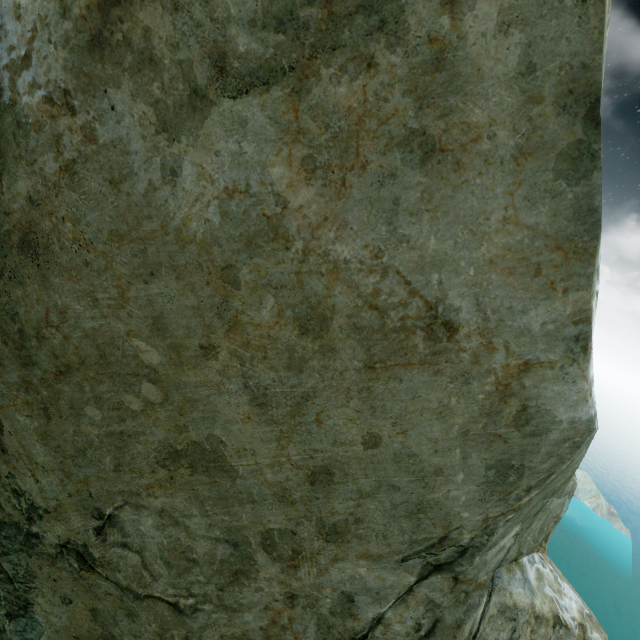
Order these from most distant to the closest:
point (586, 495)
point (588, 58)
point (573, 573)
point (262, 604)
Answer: point (586, 495) < point (573, 573) < point (262, 604) < point (588, 58)
